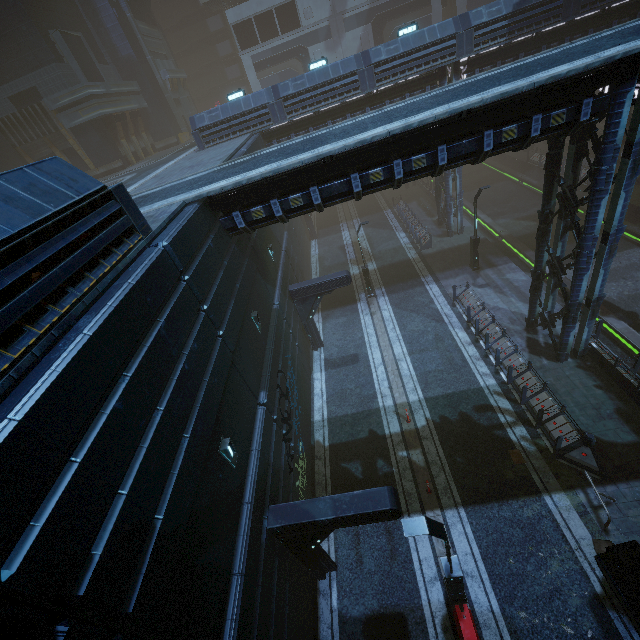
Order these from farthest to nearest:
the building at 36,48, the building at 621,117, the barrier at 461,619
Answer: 1. the barrier at 461,619
2. the building at 36,48
3. the building at 621,117

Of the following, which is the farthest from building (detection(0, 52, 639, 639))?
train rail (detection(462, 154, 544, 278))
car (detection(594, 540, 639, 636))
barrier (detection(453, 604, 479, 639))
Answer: barrier (detection(453, 604, 479, 639))

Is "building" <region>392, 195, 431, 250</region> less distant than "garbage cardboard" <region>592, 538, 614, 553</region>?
No

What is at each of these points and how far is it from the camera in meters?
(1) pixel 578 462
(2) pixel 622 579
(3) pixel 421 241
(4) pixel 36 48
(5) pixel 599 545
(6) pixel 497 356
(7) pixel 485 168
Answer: (1) barrier, 11.9
(2) car, 8.2
(3) building, 26.6
(4) building, 25.5
(5) garbage cardboard, 10.1
(6) building, 15.8
(7) train rail, 39.9

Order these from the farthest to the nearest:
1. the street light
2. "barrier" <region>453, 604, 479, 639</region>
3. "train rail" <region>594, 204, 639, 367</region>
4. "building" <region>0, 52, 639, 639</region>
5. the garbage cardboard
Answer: "train rail" <region>594, 204, 639, 367</region>
the garbage cardboard
"barrier" <region>453, 604, 479, 639</region>
the street light
"building" <region>0, 52, 639, 639</region>

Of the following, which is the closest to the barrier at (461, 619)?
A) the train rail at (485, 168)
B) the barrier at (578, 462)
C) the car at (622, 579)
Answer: the car at (622, 579)

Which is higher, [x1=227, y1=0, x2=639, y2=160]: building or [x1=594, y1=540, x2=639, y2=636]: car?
[x1=227, y1=0, x2=639, y2=160]: building
